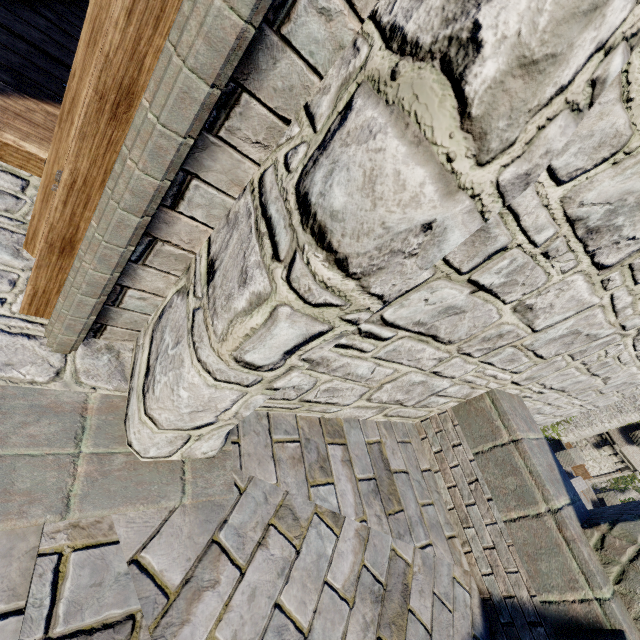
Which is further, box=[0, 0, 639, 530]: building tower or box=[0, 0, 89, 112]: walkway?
box=[0, 0, 89, 112]: walkway

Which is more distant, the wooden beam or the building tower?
the wooden beam

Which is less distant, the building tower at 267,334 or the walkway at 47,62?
the building tower at 267,334

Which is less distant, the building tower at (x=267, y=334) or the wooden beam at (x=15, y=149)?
the building tower at (x=267, y=334)

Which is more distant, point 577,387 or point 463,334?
point 577,387
